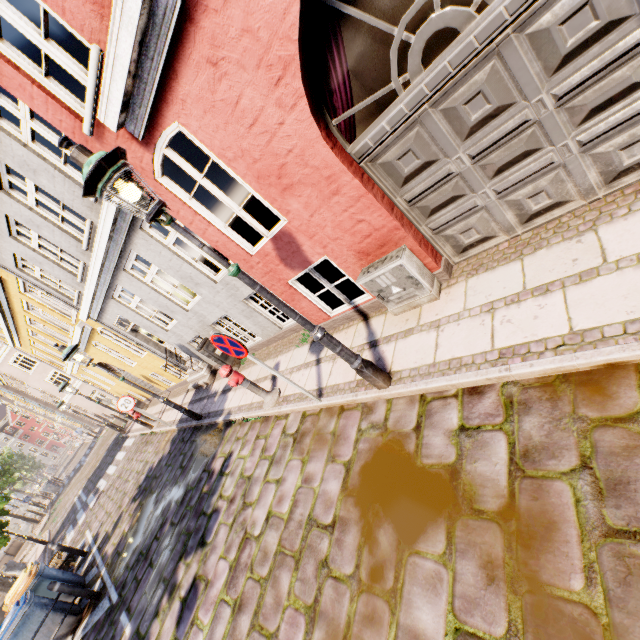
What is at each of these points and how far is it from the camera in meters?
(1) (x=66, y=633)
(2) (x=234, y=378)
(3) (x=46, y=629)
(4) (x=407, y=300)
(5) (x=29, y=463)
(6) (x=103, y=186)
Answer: (1) trash bin, 7.3 m
(2) hydrant, 5.9 m
(3) trash bin, 7.2 m
(4) electrical box, 4.5 m
(5) tree, 49.4 m
(6) street light, 2.6 m

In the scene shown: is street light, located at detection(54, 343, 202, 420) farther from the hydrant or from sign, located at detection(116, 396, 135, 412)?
the hydrant

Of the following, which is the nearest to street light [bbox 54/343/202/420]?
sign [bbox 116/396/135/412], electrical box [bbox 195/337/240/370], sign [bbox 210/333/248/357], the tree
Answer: electrical box [bbox 195/337/240/370]

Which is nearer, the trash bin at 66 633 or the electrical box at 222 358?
the trash bin at 66 633

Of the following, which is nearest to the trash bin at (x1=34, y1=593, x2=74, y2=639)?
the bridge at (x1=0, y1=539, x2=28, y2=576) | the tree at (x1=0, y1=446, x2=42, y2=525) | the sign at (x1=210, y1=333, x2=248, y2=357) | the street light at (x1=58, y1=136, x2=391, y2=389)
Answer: the tree at (x1=0, y1=446, x2=42, y2=525)

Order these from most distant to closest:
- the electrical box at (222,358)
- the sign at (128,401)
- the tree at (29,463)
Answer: the tree at (29,463), the sign at (128,401), the electrical box at (222,358)

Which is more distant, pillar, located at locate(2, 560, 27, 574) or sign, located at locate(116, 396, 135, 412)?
pillar, located at locate(2, 560, 27, 574)

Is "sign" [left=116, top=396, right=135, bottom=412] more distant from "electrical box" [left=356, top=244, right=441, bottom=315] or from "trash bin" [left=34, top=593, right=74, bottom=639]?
"electrical box" [left=356, top=244, right=441, bottom=315]
